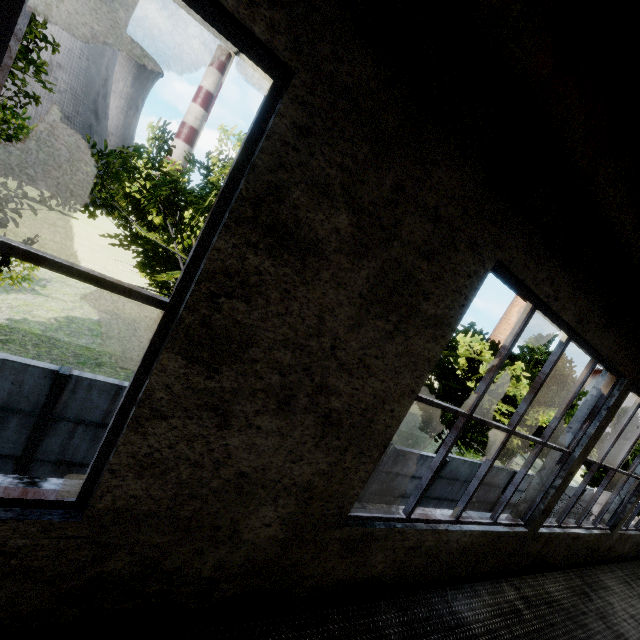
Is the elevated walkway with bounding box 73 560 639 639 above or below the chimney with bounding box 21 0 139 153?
below

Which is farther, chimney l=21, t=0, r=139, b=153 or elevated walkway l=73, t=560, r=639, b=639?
chimney l=21, t=0, r=139, b=153

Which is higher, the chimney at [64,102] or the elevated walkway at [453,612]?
the chimney at [64,102]

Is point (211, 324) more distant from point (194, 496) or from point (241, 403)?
point (194, 496)

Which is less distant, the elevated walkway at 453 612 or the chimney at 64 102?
the elevated walkway at 453 612
